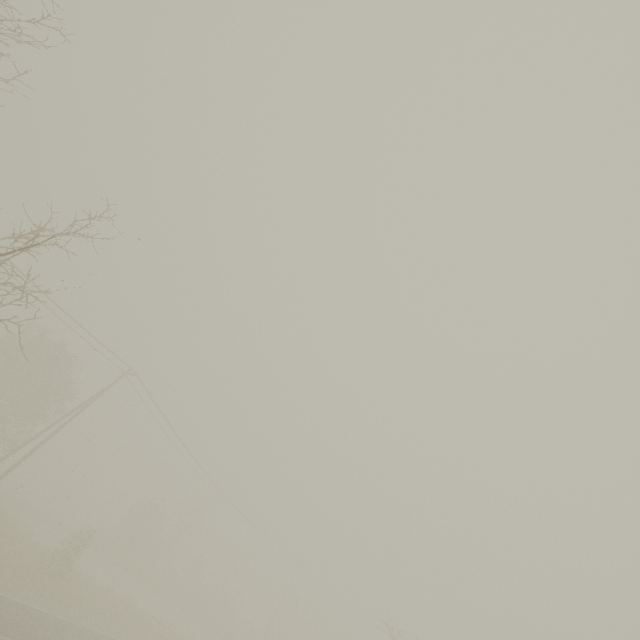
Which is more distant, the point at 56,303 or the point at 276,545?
the point at 276,545
